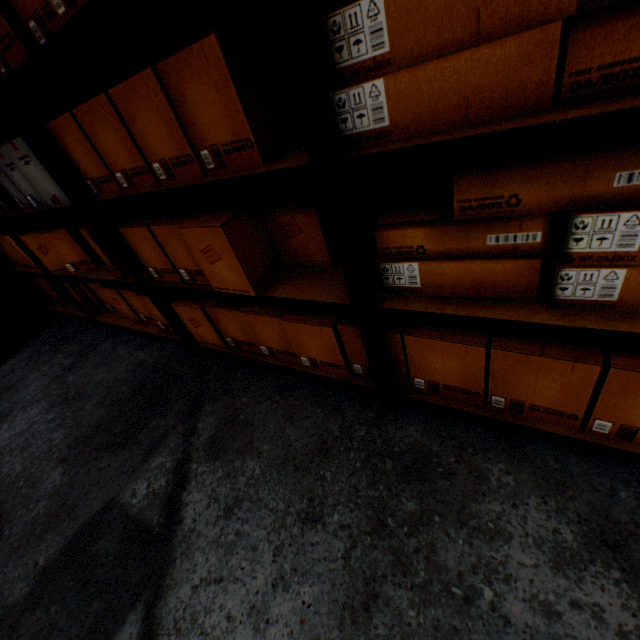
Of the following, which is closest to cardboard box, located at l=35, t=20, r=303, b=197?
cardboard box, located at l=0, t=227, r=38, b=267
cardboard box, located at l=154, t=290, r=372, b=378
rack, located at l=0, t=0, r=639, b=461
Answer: rack, located at l=0, t=0, r=639, b=461

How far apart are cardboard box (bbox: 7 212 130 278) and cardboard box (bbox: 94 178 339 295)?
0.7m

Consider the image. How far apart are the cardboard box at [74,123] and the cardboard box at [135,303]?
0.56m

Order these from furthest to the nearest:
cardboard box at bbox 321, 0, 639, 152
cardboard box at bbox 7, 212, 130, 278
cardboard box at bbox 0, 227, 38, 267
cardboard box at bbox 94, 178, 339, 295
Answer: cardboard box at bbox 0, 227, 38, 267 < cardboard box at bbox 7, 212, 130, 278 < cardboard box at bbox 94, 178, 339, 295 < cardboard box at bbox 321, 0, 639, 152

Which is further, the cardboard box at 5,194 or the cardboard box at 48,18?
the cardboard box at 5,194

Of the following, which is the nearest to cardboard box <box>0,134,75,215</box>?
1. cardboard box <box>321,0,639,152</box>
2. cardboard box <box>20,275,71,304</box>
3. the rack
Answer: the rack

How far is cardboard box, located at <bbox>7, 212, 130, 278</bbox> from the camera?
1.7 meters

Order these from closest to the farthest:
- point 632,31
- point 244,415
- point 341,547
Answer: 1. point 632,31
2. point 341,547
3. point 244,415
